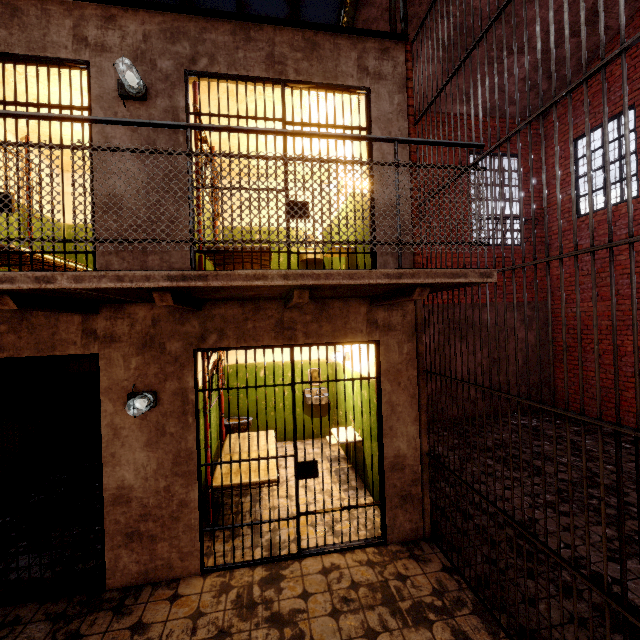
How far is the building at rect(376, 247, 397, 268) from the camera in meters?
3.8

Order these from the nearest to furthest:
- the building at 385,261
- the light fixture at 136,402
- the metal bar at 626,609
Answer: the metal bar at 626,609 < the light fixture at 136,402 < the building at 385,261

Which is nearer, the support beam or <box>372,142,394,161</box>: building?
<box>372,142,394,161</box>: building

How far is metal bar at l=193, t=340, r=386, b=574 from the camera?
3.45m

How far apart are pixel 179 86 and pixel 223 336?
2.7m

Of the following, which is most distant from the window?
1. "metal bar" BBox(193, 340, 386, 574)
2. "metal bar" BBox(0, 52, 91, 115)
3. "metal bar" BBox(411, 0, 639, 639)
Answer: "metal bar" BBox(193, 340, 386, 574)

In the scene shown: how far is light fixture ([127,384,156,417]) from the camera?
3.1 meters

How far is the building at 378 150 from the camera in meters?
3.8 m
